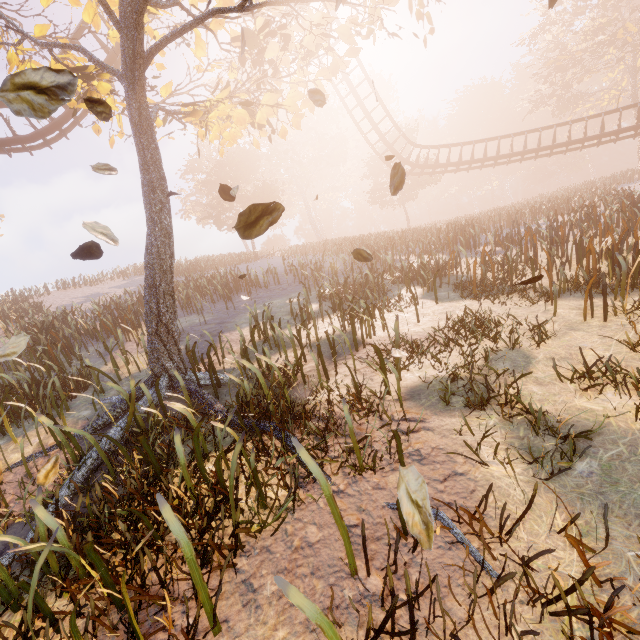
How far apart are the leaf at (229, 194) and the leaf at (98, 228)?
0.69m

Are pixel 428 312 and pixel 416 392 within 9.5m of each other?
yes

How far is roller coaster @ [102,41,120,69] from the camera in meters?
15.4

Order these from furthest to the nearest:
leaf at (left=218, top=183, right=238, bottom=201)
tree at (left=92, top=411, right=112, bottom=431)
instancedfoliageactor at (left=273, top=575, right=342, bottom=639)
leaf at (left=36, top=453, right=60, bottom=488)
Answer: tree at (left=92, top=411, right=112, bottom=431), leaf at (left=218, top=183, right=238, bottom=201), leaf at (left=36, top=453, right=60, bottom=488), instancedfoliageactor at (left=273, top=575, right=342, bottom=639)

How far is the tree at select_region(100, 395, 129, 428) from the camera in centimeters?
508cm

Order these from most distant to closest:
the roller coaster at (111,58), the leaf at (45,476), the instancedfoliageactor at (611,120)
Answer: the instancedfoliageactor at (611,120) → the roller coaster at (111,58) → the leaf at (45,476)

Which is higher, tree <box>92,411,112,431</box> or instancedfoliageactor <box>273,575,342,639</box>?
tree <box>92,411,112,431</box>

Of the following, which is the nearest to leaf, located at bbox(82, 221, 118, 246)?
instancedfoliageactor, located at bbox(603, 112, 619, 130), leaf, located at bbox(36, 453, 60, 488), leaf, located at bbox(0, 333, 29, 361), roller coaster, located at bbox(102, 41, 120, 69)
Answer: leaf, located at bbox(36, 453, 60, 488)
